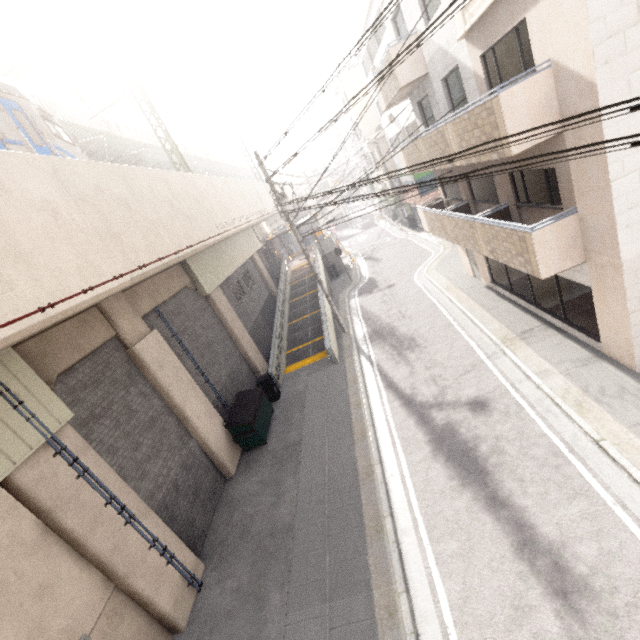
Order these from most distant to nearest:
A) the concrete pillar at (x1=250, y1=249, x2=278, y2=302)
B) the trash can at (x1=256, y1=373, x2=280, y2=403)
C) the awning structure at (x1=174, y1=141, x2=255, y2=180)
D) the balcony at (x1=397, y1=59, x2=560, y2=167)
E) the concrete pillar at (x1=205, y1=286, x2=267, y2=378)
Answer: the awning structure at (x1=174, y1=141, x2=255, y2=180), the concrete pillar at (x1=250, y1=249, x2=278, y2=302), the concrete pillar at (x1=205, y1=286, x2=267, y2=378), the trash can at (x1=256, y1=373, x2=280, y2=403), the balcony at (x1=397, y1=59, x2=560, y2=167)

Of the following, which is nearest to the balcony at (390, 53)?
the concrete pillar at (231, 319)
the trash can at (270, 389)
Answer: the concrete pillar at (231, 319)

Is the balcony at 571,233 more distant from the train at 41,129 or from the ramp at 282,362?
the train at 41,129

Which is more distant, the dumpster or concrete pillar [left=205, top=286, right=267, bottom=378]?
concrete pillar [left=205, top=286, right=267, bottom=378]

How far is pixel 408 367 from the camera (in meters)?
12.07

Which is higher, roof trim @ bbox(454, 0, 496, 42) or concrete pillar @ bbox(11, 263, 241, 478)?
roof trim @ bbox(454, 0, 496, 42)

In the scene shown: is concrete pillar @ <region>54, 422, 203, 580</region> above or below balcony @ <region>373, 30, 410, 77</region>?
below

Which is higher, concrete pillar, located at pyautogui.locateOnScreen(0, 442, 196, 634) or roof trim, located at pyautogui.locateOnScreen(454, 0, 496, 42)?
roof trim, located at pyautogui.locateOnScreen(454, 0, 496, 42)
